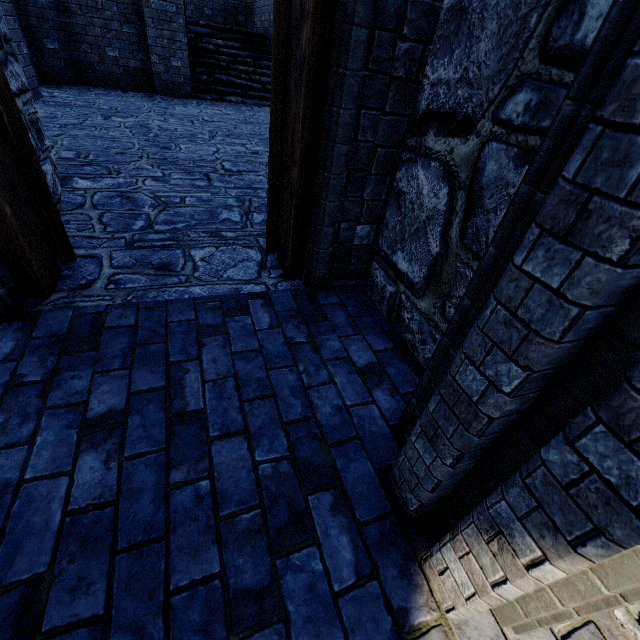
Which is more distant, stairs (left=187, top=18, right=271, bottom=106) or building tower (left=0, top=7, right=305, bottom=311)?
stairs (left=187, top=18, right=271, bottom=106)

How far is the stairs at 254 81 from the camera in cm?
1020

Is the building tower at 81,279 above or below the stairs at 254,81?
below

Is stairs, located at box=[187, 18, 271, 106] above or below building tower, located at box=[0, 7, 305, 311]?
above

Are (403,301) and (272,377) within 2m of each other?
yes

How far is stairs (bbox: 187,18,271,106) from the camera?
10.20m
